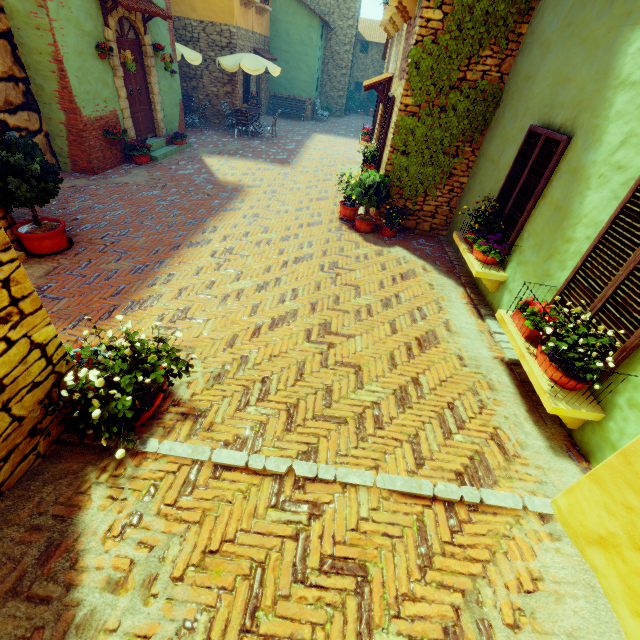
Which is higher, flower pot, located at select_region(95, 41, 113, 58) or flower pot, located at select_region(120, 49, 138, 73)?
flower pot, located at select_region(95, 41, 113, 58)

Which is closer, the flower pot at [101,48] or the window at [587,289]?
the window at [587,289]

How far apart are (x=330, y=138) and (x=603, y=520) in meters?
18.3

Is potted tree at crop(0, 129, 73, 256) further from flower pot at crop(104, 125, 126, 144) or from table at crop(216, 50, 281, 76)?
table at crop(216, 50, 281, 76)

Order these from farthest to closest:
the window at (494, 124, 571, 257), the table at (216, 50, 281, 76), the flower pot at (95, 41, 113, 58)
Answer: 1. the table at (216, 50, 281, 76)
2. the flower pot at (95, 41, 113, 58)
3. the window at (494, 124, 571, 257)

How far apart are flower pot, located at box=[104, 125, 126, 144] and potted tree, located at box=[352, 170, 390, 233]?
6.28m

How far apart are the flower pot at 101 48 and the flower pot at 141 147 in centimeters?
184cm

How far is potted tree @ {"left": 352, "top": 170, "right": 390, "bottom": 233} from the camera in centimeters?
693cm
